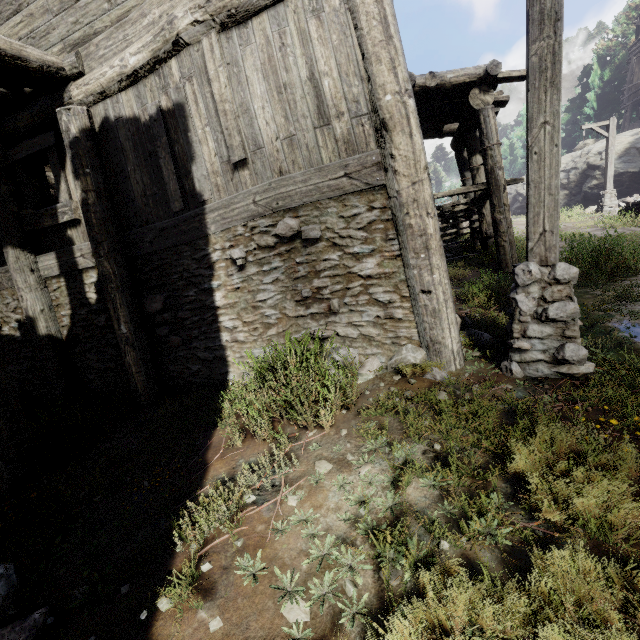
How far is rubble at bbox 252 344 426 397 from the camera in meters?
3.6 m

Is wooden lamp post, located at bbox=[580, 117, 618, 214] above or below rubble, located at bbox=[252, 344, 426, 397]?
above

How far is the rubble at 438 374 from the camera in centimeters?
388cm

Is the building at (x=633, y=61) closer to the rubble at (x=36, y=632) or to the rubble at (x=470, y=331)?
the rubble at (x=470, y=331)

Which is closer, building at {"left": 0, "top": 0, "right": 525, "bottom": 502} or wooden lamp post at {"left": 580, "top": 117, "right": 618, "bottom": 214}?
building at {"left": 0, "top": 0, "right": 525, "bottom": 502}

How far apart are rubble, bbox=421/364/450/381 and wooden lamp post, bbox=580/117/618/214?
20.1 meters

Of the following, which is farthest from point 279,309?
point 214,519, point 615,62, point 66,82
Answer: point 615,62
